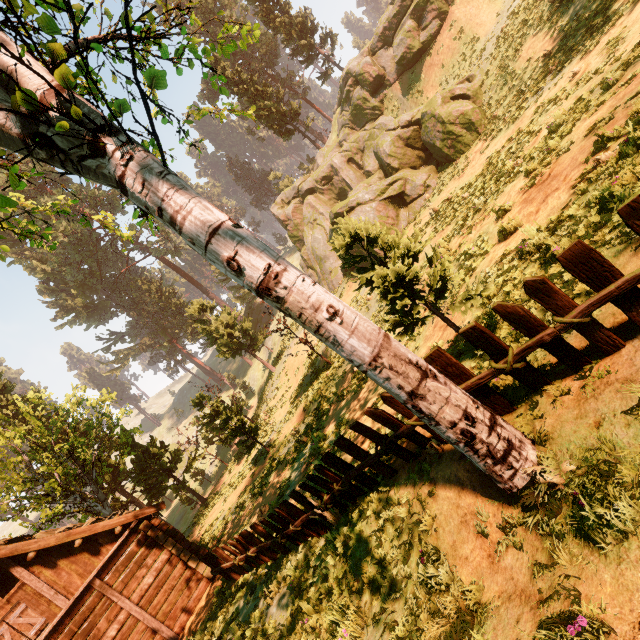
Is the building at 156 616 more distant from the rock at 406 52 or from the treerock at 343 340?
the rock at 406 52

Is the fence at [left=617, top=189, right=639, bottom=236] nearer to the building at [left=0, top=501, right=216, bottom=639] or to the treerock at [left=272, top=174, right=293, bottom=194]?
the treerock at [left=272, top=174, right=293, bottom=194]

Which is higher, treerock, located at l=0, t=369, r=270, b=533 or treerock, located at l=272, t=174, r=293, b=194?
treerock, located at l=272, t=174, r=293, b=194

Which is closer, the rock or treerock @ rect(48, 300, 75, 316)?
the rock

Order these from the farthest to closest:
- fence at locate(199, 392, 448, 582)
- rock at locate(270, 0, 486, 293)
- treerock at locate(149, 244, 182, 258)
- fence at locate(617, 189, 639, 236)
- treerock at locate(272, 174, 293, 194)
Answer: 1. treerock at locate(149, 244, 182, 258)
2. treerock at locate(272, 174, 293, 194)
3. rock at locate(270, 0, 486, 293)
4. fence at locate(199, 392, 448, 582)
5. fence at locate(617, 189, 639, 236)

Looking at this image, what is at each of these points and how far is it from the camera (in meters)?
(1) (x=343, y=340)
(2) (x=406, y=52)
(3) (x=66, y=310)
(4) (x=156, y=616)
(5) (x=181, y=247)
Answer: (1) treerock, 3.48
(2) rock, 25.36
(3) treerock, 59.62
(4) building, 11.14
(5) treerock, 59.88

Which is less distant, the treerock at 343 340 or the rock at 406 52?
the treerock at 343 340

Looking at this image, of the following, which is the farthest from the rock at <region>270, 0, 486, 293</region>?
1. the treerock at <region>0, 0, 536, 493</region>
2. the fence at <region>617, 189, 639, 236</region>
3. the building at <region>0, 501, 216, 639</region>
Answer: the building at <region>0, 501, 216, 639</region>
